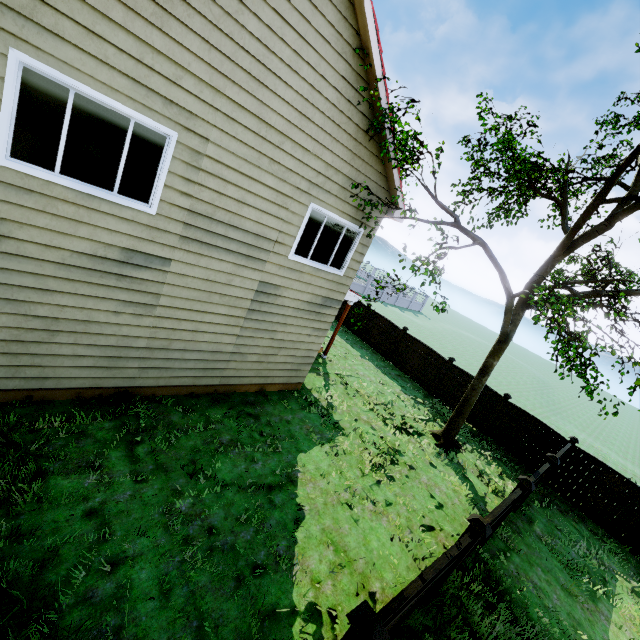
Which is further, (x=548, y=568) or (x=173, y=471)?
(x=548, y=568)

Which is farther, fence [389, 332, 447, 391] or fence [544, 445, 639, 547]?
fence [389, 332, 447, 391]

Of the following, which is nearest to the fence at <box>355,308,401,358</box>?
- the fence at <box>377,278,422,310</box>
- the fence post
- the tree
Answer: the fence at <box>377,278,422,310</box>

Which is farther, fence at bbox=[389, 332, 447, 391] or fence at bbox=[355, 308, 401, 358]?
fence at bbox=[355, 308, 401, 358]

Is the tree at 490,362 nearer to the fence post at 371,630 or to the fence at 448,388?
the fence at 448,388

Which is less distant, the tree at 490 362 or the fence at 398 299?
the tree at 490 362

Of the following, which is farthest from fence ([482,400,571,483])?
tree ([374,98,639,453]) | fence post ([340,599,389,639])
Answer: tree ([374,98,639,453])
